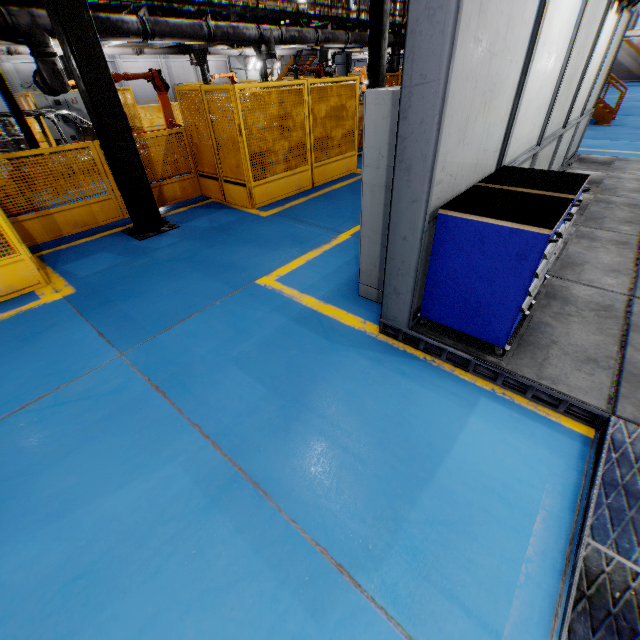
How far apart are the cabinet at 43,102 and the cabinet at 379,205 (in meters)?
18.00

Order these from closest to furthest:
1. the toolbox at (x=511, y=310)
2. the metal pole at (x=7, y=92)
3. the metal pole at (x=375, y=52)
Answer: the toolbox at (x=511, y=310) → the metal pole at (x=7, y=92) → the metal pole at (x=375, y=52)

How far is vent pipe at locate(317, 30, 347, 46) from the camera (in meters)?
12.70

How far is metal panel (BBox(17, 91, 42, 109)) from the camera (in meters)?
12.95

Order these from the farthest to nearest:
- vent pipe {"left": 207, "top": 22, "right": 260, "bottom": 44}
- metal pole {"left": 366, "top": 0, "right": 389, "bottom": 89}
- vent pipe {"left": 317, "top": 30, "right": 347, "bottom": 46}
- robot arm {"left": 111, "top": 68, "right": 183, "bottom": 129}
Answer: vent pipe {"left": 317, "top": 30, "right": 347, "bottom": 46}, vent pipe {"left": 207, "top": 22, "right": 260, "bottom": 44}, metal pole {"left": 366, "top": 0, "right": 389, "bottom": 89}, robot arm {"left": 111, "top": 68, "right": 183, "bottom": 129}

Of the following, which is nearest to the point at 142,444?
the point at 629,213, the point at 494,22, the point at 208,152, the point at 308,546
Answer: the point at 308,546

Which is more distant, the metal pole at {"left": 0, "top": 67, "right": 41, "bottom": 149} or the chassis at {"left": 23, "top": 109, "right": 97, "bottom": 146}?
the chassis at {"left": 23, "top": 109, "right": 97, "bottom": 146}

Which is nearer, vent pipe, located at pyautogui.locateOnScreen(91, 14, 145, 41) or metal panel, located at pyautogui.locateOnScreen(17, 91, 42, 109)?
vent pipe, located at pyautogui.locateOnScreen(91, 14, 145, 41)
